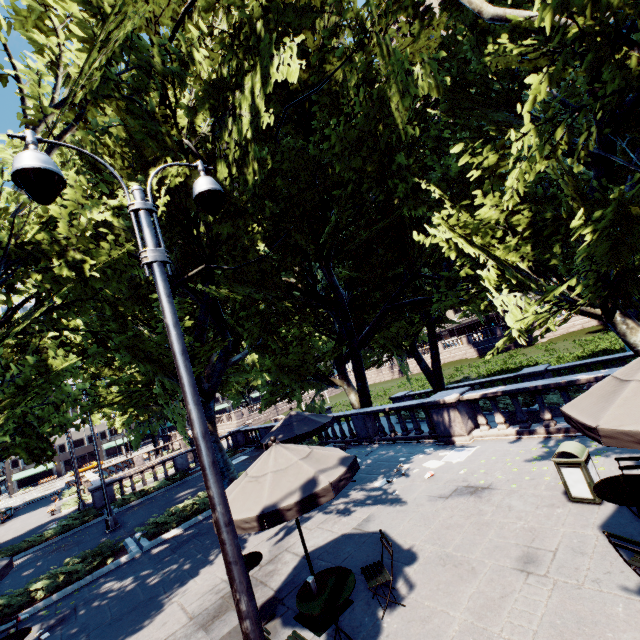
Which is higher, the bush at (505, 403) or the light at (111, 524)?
the light at (111, 524)

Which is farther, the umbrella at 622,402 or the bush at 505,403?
the bush at 505,403

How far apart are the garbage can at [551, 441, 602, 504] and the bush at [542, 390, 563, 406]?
11.4m

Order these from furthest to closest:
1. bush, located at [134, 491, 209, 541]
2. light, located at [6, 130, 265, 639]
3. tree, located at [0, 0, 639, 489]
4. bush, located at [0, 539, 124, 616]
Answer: bush, located at [134, 491, 209, 541]
bush, located at [0, 539, 124, 616]
tree, located at [0, 0, 639, 489]
light, located at [6, 130, 265, 639]

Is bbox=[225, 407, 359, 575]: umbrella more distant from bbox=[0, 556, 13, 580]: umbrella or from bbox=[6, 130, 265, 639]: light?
bbox=[0, 556, 13, 580]: umbrella

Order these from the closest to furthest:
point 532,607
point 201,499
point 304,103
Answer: point 532,607, point 304,103, point 201,499

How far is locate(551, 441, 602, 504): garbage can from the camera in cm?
619

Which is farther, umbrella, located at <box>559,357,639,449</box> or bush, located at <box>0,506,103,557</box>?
bush, located at <box>0,506,103,557</box>
